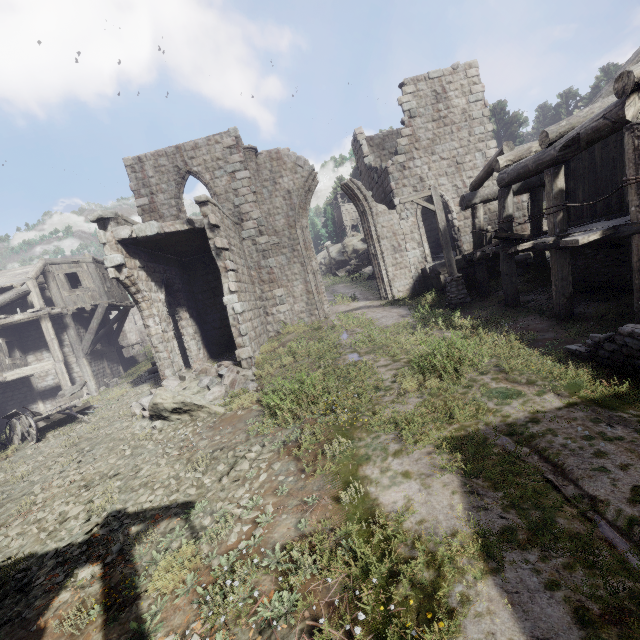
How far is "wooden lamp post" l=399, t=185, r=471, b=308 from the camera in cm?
1248

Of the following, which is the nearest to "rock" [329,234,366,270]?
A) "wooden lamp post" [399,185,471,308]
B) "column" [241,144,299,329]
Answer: "column" [241,144,299,329]

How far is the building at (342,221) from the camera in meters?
57.3 m

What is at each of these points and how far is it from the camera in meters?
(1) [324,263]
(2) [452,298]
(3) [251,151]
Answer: (1) rock, 56.0
(2) wooden lamp post, 12.7
(3) column, 16.7

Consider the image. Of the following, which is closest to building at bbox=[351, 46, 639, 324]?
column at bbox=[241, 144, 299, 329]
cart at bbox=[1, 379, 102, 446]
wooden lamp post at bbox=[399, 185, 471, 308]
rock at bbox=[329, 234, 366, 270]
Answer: column at bbox=[241, 144, 299, 329]

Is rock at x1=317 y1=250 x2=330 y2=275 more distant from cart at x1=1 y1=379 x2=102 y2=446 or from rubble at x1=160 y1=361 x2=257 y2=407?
cart at x1=1 y1=379 x2=102 y2=446

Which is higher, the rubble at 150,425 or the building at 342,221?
the building at 342,221

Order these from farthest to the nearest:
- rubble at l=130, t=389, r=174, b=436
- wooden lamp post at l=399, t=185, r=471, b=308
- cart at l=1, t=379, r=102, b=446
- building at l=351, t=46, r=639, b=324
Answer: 1. wooden lamp post at l=399, t=185, r=471, b=308
2. cart at l=1, t=379, r=102, b=446
3. rubble at l=130, t=389, r=174, b=436
4. building at l=351, t=46, r=639, b=324
